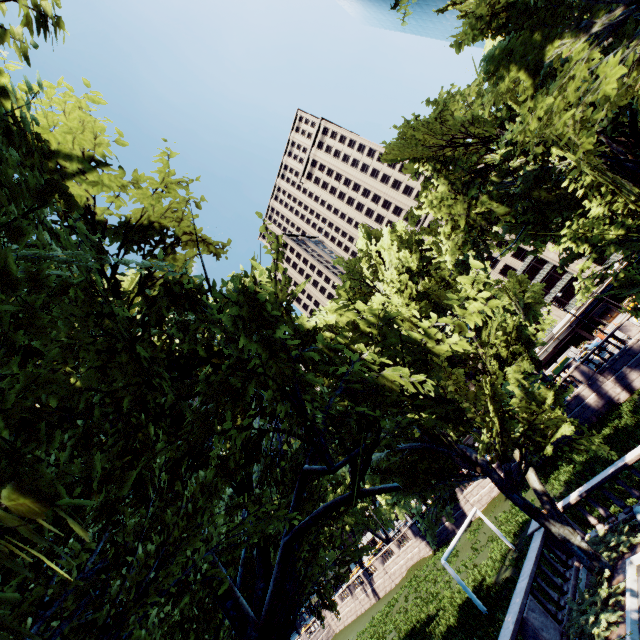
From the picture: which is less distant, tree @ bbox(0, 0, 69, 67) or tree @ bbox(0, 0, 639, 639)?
tree @ bbox(0, 0, 69, 67)

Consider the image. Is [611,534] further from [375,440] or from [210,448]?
[210,448]

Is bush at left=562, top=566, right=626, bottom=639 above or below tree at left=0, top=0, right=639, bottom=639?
below

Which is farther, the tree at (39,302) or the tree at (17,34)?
the tree at (39,302)

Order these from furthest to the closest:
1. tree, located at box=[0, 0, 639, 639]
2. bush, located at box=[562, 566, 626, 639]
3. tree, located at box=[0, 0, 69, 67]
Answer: bush, located at box=[562, 566, 626, 639] < tree, located at box=[0, 0, 639, 639] < tree, located at box=[0, 0, 69, 67]

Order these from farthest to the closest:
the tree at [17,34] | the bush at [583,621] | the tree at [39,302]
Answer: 1. the bush at [583,621]
2. the tree at [39,302]
3. the tree at [17,34]

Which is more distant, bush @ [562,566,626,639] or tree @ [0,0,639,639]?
bush @ [562,566,626,639]
